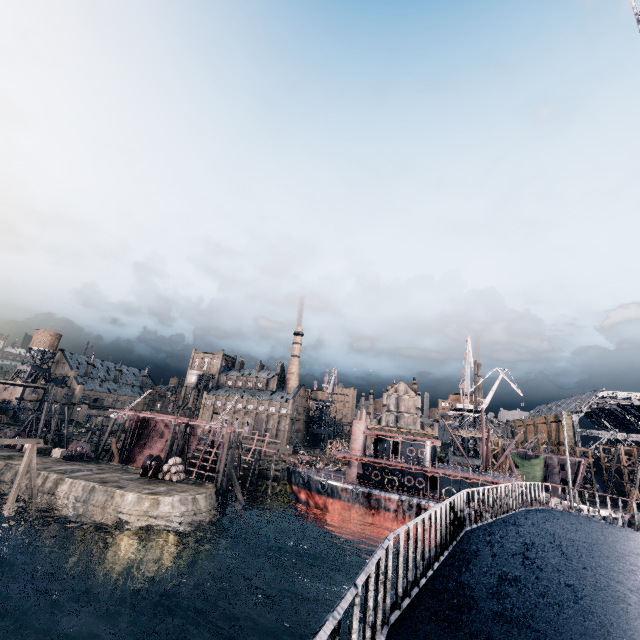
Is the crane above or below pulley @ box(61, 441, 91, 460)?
above

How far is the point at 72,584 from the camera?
28.16m

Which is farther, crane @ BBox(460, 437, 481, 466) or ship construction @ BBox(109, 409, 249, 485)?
crane @ BBox(460, 437, 481, 466)

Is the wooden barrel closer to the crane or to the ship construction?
the ship construction

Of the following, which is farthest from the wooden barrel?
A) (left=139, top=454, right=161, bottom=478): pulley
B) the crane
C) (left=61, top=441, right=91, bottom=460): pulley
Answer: the crane

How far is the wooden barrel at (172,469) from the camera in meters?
39.3

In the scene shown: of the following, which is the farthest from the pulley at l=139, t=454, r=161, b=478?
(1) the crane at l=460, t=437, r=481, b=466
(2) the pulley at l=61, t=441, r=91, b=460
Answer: (1) the crane at l=460, t=437, r=481, b=466

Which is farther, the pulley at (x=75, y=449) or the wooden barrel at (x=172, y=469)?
the pulley at (x=75, y=449)
